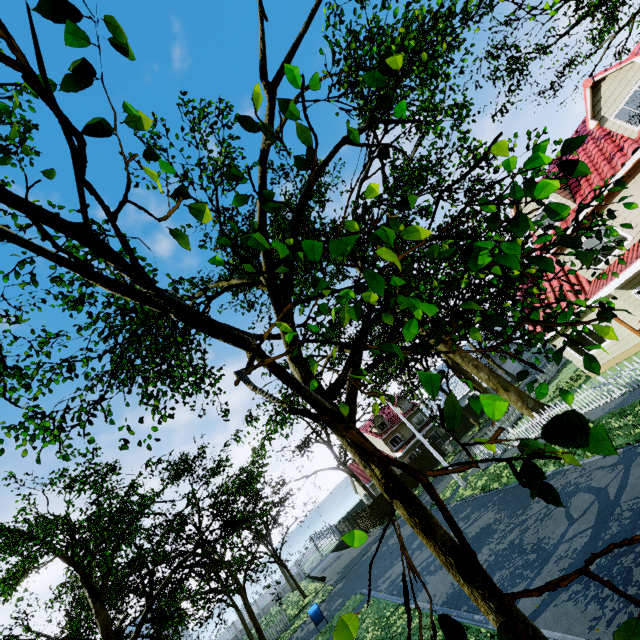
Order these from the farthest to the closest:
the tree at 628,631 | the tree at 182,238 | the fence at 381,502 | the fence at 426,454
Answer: the fence at 426,454
the fence at 381,502
the tree at 182,238
the tree at 628,631

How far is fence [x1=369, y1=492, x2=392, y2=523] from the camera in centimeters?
3359cm

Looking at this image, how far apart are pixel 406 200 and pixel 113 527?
14.71m

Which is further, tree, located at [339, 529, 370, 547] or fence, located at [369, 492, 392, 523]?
fence, located at [369, 492, 392, 523]

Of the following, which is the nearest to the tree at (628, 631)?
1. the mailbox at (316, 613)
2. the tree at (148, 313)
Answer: the tree at (148, 313)

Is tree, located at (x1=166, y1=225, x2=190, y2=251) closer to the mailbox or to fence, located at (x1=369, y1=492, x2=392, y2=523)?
fence, located at (x1=369, y1=492, x2=392, y2=523)

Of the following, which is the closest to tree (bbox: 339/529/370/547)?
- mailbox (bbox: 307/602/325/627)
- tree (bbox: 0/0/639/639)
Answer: tree (bbox: 0/0/639/639)

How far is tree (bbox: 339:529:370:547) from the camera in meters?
1.2 m
